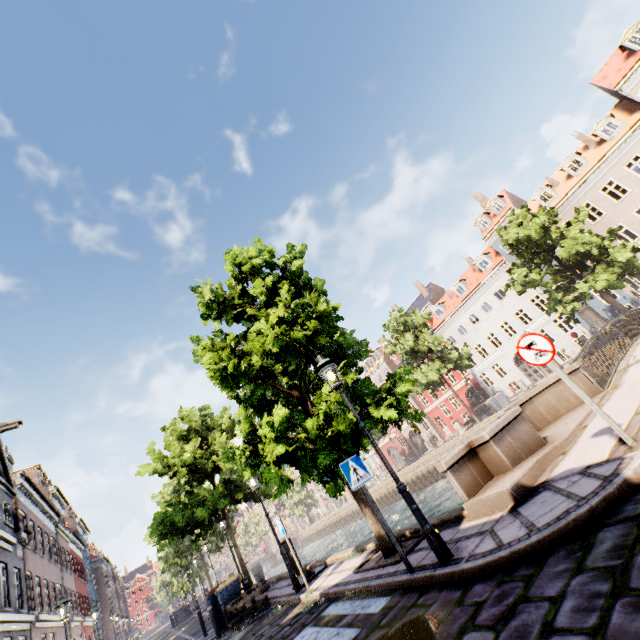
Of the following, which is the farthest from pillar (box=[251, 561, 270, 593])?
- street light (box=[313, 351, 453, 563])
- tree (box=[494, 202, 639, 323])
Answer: street light (box=[313, 351, 453, 563])

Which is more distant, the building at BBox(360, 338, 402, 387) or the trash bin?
the building at BBox(360, 338, 402, 387)

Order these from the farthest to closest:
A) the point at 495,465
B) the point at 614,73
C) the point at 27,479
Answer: the point at 614,73 → the point at 27,479 → the point at 495,465

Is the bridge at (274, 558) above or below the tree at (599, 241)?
below

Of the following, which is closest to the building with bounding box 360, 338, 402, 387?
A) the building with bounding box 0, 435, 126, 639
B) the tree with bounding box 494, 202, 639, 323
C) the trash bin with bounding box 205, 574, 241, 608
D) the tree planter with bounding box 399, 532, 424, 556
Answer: the tree with bounding box 494, 202, 639, 323

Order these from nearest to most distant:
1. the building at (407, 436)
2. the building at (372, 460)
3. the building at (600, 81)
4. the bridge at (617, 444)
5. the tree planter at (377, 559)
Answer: the bridge at (617, 444) < the tree planter at (377, 559) < the building at (600, 81) < the building at (407, 436) < the building at (372, 460)

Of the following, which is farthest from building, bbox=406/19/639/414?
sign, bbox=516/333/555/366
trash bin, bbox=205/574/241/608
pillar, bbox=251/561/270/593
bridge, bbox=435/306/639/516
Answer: trash bin, bbox=205/574/241/608

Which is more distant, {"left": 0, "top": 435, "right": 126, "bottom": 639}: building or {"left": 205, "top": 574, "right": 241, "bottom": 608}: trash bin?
{"left": 0, "top": 435, "right": 126, "bottom": 639}: building
